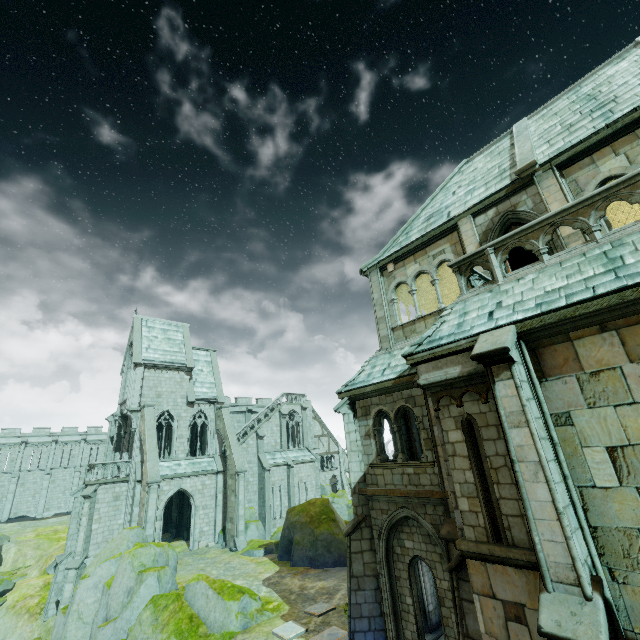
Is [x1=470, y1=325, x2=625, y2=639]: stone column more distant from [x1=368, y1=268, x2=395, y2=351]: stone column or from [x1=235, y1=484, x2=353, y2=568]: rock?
[x1=235, y1=484, x2=353, y2=568]: rock

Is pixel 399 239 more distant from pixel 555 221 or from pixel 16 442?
pixel 16 442

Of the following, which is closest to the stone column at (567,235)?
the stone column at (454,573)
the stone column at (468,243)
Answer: the stone column at (468,243)

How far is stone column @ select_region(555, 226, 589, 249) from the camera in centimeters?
888cm

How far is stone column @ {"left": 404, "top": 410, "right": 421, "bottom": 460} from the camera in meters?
13.9 m

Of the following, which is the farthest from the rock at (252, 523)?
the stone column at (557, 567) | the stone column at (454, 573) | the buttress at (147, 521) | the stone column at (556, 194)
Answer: the stone column at (556, 194)

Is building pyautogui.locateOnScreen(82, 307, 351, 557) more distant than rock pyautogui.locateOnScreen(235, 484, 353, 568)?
Yes

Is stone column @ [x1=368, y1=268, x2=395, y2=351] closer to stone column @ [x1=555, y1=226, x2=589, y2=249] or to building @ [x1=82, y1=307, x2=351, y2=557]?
stone column @ [x1=555, y1=226, x2=589, y2=249]
